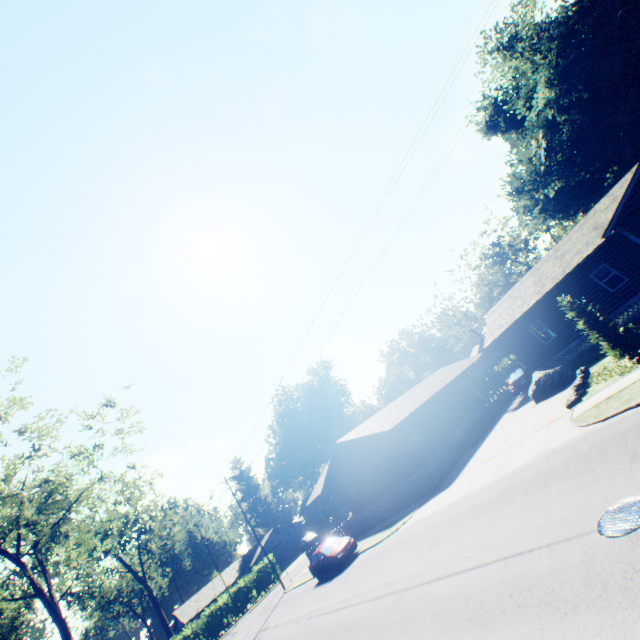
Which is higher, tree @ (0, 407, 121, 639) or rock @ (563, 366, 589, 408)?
tree @ (0, 407, 121, 639)

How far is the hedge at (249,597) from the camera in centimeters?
3947cm

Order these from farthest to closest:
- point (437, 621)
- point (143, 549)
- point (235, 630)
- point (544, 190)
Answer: point (143, 549)
point (544, 190)
point (235, 630)
point (437, 621)

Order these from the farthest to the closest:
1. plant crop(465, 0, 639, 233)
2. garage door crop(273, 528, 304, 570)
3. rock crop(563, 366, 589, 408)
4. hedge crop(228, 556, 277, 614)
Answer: garage door crop(273, 528, 304, 570) → hedge crop(228, 556, 277, 614) → plant crop(465, 0, 639, 233) → rock crop(563, 366, 589, 408)

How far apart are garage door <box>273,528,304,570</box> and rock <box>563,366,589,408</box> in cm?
5460

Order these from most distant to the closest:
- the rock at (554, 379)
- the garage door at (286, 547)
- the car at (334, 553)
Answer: the garage door at (286, 547) < the car at (334, 553) < the rock at (554, 379)

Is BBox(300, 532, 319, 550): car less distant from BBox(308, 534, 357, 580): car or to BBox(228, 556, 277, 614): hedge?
BBox(228, 556, 277, 614): hedge

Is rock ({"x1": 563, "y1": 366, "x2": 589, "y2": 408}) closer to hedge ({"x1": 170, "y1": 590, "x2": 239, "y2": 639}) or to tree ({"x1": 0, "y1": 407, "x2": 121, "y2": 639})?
tree ({"x1": 0, "y1": 407, "x2": 121, "y2": 639})
